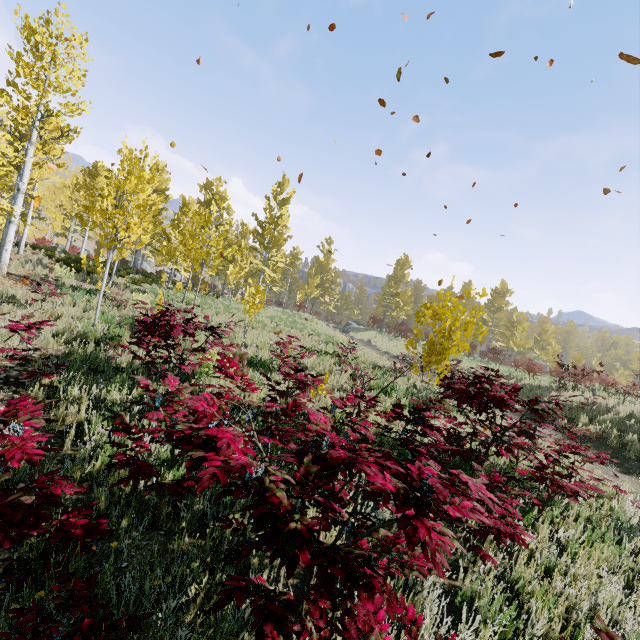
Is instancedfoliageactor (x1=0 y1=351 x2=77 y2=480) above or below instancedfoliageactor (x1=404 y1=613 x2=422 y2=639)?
below

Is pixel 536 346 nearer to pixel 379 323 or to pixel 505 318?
pixel 505 318

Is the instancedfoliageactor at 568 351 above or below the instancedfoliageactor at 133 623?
above

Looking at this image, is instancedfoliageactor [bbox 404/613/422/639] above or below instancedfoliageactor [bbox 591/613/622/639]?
below
